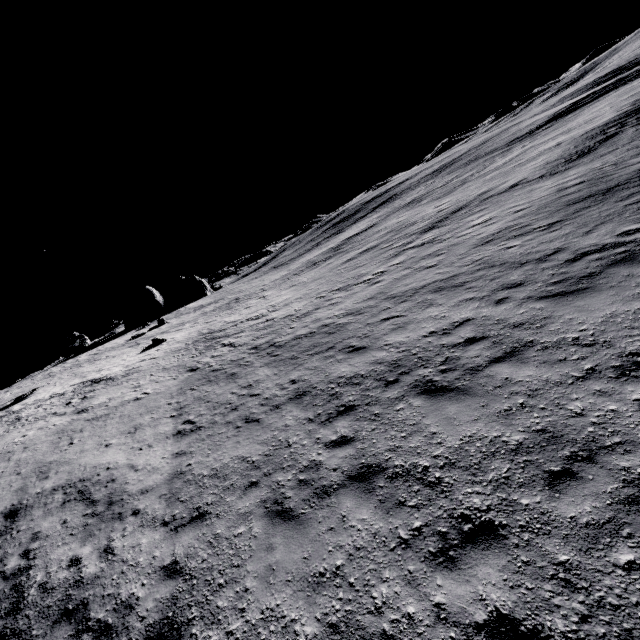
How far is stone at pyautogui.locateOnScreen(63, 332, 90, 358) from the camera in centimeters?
3350cm

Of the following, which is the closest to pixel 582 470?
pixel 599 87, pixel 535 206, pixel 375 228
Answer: pixel 535 206

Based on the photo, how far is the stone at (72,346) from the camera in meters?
33.5 m
